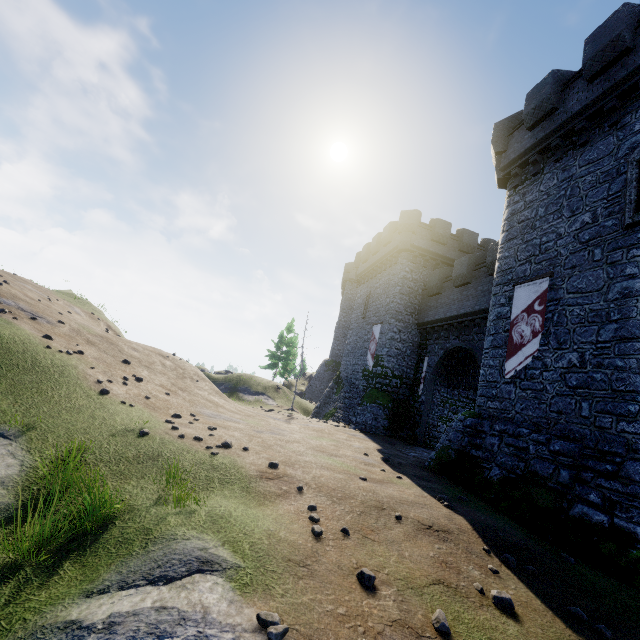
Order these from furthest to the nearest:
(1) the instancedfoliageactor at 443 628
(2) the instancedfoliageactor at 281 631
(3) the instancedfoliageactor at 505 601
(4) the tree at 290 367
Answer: (4) the tree at 290 367 → (3) the instancedfoliageactor at 505 601 → (1) the instancedfoliageactor at 443 628 → (2) the instancedfoliageactor at 281 631

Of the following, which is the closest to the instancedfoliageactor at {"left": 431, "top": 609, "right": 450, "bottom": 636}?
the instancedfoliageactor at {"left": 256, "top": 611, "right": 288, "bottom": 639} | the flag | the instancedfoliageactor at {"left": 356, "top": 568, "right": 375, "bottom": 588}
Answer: the instancedfoliageactor at {"left": 356, "top": 568, "right": 375, "bottom": 588}

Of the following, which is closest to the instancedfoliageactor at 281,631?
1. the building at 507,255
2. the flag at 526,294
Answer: the building at 507,255

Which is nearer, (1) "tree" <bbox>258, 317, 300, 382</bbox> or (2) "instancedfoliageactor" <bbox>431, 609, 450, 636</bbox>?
(2) "instancedfoliageactor" <bbox>431, 609, 450, 636</bbox>

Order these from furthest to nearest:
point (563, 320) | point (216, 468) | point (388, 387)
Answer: point (388, 387) < point (563, 320) < point (216, 468)

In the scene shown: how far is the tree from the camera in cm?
4797

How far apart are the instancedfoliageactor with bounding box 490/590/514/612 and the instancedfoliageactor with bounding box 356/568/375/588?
2.04m

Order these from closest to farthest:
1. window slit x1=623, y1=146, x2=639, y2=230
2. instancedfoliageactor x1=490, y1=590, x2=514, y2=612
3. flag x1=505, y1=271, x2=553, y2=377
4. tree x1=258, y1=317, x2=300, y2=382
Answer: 1. instancedfoliageactor x1=490, y1=590, x2=514, y2=612
2. window slit x1=623, y1=146, x2=639, y2=230
3. flag x1=505, y1=271, x2=553, y2=377
4. tree x1=258, y1=317, x2=300, y2=382
